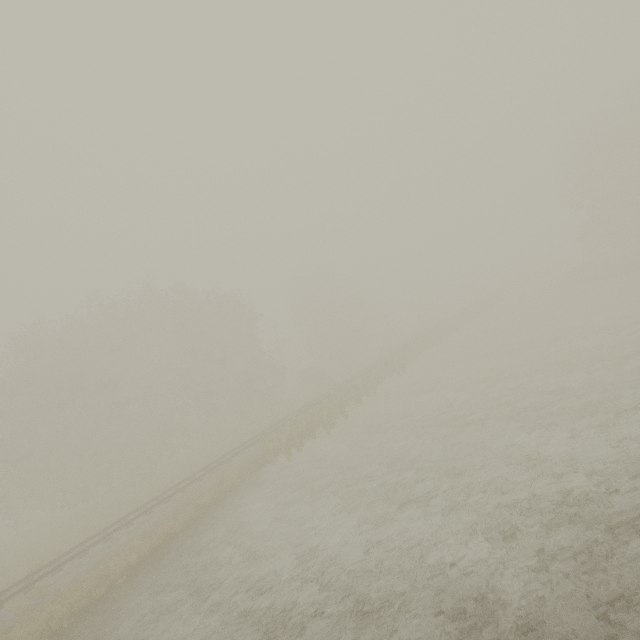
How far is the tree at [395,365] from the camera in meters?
28.7

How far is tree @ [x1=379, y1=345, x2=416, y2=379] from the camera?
28.70m

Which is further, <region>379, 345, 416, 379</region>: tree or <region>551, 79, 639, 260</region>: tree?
<region>551, 79, 639, 260</region>: tree

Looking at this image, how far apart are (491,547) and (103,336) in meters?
33.8 m

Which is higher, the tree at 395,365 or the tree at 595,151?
the tree at 595,151

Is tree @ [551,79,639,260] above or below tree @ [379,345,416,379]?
above
